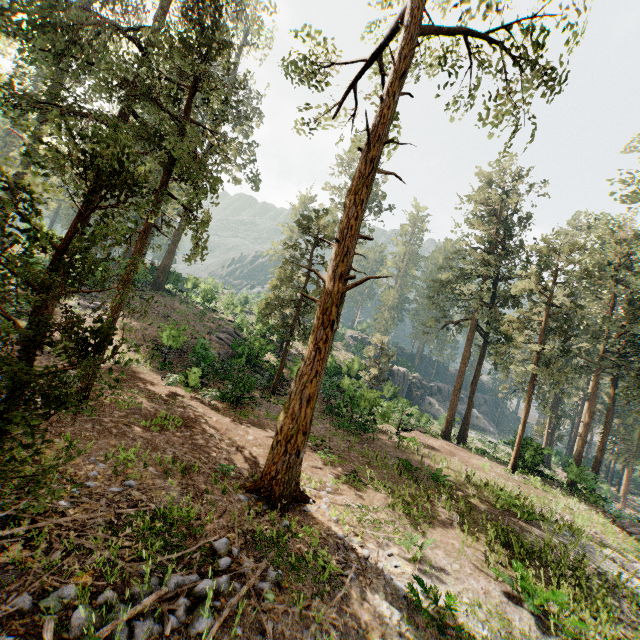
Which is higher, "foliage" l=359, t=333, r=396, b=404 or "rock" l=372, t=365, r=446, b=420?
"foliage" l=359, t=333, r=396, b=404

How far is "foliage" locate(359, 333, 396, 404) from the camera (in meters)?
31.84

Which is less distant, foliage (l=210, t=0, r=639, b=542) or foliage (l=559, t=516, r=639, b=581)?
foliage (l=210, t=0, r=639, b=542)

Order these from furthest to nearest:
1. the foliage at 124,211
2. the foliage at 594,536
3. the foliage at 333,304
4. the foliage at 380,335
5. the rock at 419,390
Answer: the rock at 419,390 → the foliage at 380,335 → the foliage at 594,536 → the foliage at 333,304 → the foliage at 124,211

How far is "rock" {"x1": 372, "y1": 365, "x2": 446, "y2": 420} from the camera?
35.1m

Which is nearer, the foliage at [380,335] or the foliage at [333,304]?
the foliage at [333,304]

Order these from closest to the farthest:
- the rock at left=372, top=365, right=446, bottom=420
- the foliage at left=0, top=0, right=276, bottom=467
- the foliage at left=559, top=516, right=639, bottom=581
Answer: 1. the foliage at left=0, top=0, right=276, bottom=467
2. the foliage at left=559, top=516, right=639, bottom=581
3. the rock at left=372, top=365, right=446, bottom=420

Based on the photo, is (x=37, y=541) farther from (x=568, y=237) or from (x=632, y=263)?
(x=632, y=263)
